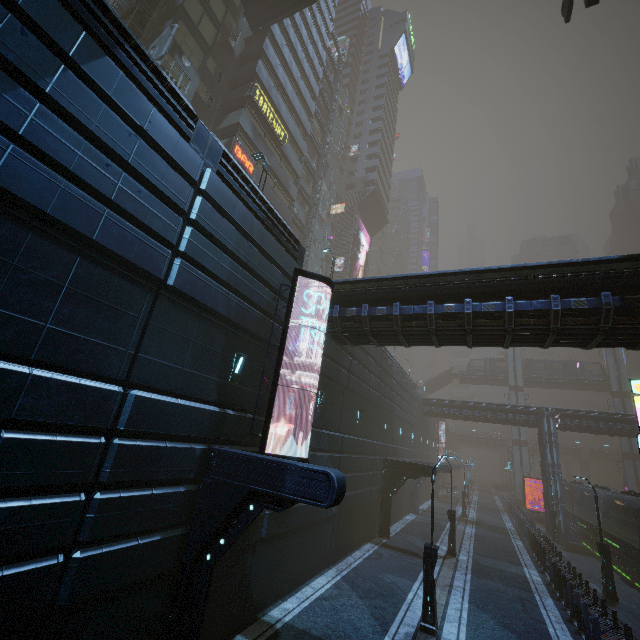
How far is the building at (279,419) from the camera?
11.00m

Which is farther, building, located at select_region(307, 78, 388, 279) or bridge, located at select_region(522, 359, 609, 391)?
bridge, located at select_region(522, 359, 609, 391)

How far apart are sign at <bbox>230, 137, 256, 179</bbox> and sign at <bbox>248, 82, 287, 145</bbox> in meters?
4.3

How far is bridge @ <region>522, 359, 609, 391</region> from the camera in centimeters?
5300cm

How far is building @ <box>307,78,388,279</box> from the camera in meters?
45.1 m

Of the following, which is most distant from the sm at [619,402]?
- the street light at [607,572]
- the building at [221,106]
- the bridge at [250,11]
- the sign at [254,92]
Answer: the bridge at [250,11]

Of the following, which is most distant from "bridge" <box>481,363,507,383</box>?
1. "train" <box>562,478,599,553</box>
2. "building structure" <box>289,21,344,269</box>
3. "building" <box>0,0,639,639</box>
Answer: "building structure" <box>289,21,344,269</box>

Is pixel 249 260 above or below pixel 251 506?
above
